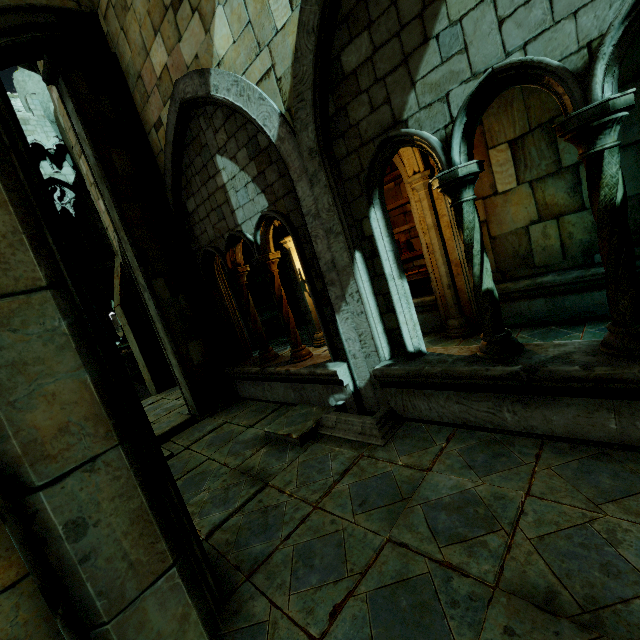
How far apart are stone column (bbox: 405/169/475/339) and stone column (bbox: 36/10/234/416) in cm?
449

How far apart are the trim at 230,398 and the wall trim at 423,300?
3.44m

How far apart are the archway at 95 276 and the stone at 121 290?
14.2m

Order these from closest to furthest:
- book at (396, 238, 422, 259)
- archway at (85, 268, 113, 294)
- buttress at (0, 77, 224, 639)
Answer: buttress at (0, 77, 224, 639)
book at (396, 238, 422, 259)
archway at (85, 268, 113, 294)

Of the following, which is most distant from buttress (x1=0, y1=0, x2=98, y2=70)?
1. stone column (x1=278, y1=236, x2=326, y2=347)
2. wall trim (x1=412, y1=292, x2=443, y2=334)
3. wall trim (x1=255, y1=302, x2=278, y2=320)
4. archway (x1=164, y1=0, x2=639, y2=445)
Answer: wall trim (x1=255, y1=302, x2=278, y2=320)

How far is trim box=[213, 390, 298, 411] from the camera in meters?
5.8 m

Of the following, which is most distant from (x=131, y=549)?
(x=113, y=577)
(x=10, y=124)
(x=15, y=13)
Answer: (x=15, y=13)

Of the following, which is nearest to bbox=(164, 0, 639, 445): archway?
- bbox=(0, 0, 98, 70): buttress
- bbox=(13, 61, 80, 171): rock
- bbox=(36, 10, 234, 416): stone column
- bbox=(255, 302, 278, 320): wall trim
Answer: bbox=(36, 10, 234, 416): stone column
